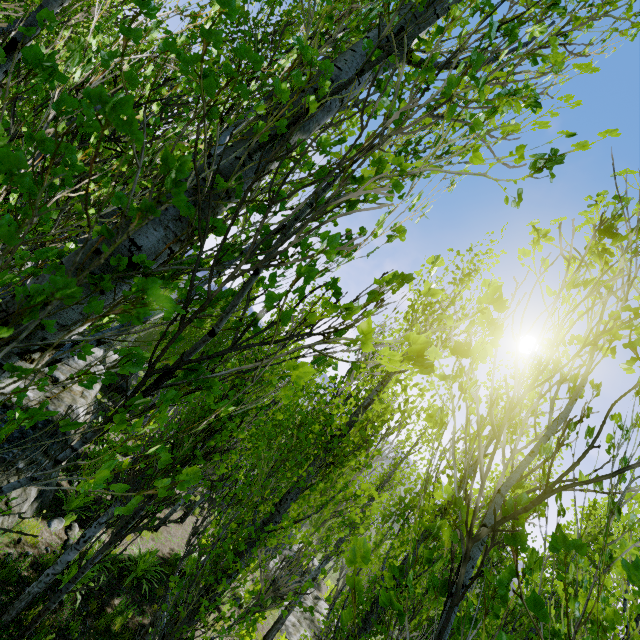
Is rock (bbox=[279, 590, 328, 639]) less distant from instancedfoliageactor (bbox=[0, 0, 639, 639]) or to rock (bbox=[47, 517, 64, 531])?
instancedfoliageactor (bbox=[0, 0, 639, 639])

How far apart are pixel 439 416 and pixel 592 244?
1.4m

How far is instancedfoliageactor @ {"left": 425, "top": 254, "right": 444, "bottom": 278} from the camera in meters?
1.2

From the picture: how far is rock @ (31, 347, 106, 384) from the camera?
8.1m

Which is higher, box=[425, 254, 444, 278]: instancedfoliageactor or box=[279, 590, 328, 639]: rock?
box=[425, 254, 444, 278]: instancedfoliageactor

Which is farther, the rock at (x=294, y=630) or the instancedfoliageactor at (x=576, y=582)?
the rock at (x=294, y=630)

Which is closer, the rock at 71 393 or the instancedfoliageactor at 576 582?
the instancedfoliageactor at 576 582

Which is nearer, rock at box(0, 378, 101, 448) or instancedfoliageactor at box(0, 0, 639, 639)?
instancedfoliageactor at box(0, 0, 639, 639)
